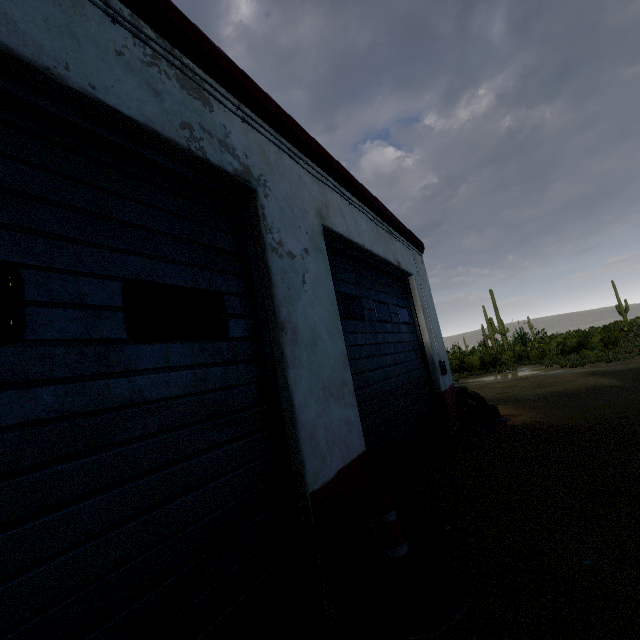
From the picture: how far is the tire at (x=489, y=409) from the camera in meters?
6.8

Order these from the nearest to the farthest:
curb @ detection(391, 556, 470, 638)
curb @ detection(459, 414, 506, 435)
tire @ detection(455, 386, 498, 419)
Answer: curb @ detection(391, 556, 470, 638) < curb @ detection(459, 414, 506, 435) < tire @ detection(455, 386, 498, 419)

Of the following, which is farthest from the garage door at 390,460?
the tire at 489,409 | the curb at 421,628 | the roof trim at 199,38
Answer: the tire at 489,409

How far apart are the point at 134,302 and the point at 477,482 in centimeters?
419cm

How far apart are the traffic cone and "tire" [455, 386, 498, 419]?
5.23m

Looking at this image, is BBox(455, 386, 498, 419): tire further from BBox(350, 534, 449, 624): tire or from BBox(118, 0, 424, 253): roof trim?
BBox(350, 534, 449, 624): tire

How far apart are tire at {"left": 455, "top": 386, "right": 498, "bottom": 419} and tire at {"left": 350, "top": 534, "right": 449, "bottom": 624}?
A: 5.04m

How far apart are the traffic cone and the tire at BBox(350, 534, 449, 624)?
0.1m
